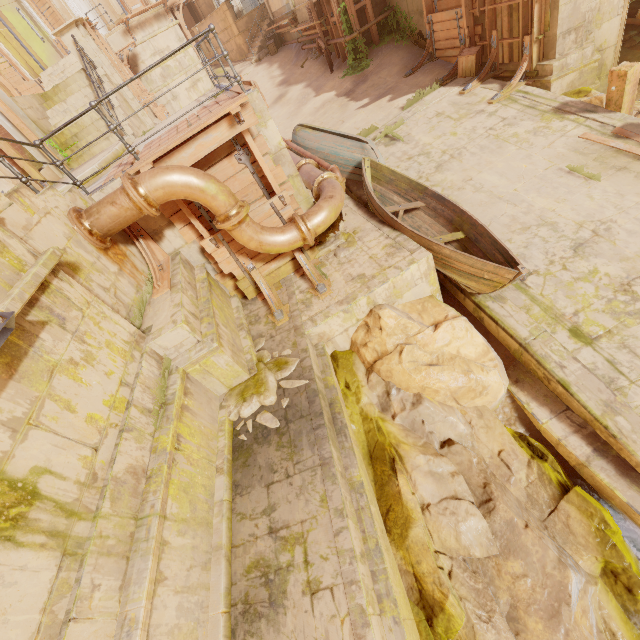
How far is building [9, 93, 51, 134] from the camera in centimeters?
968cm

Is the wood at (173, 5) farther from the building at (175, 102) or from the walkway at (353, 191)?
the walkway at (353, 191)

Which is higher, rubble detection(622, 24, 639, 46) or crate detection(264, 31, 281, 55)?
crate detection(264, 31, 281, 55)

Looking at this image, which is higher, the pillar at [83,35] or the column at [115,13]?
the column at [115,13]

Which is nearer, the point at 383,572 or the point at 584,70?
the point at 383,572

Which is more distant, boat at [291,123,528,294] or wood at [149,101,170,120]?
wood at [149,101,170,120]

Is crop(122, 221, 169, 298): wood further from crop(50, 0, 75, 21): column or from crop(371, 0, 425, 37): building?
crop(50, 0, 75, 21): column

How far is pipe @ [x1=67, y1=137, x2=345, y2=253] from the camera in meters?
5.0
